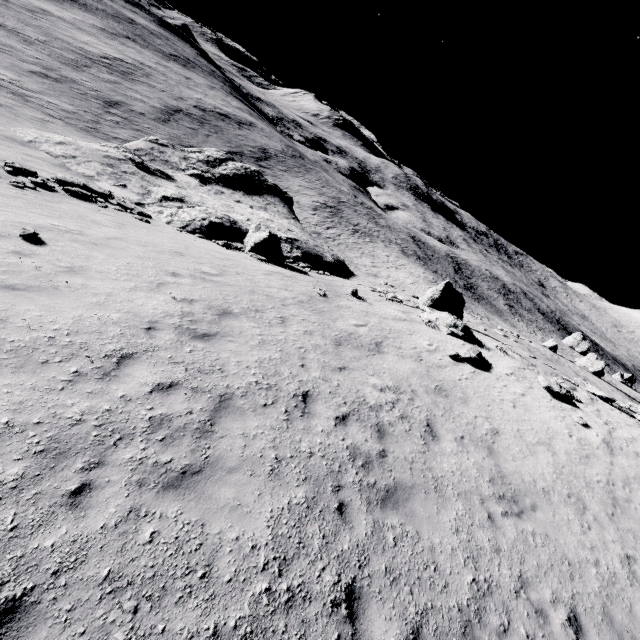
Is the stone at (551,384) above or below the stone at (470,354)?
above

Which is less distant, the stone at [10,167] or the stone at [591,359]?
the stone at [10,167]

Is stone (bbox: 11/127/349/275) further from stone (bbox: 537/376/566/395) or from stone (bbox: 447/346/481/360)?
stone (bbox: 537/376/566/395)

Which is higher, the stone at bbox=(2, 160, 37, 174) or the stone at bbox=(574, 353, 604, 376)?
the stone at bbox=(574, 353, 604, 376)

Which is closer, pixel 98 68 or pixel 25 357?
pixel 25 357

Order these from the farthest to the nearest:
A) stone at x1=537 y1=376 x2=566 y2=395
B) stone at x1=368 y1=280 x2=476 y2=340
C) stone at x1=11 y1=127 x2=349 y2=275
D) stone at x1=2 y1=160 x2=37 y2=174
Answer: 1. stone at x1=11 y1=127 x2=349 y2=275
2. stone at x1=368 y1=280 x2=476 y2=340
3. stone at x1=2 y1=160 x2=37 y2=174
4. stone at x1=537 y1=376 x2=566 y2=395

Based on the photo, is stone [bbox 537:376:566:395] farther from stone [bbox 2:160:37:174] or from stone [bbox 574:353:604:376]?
stone [bbox 574:353:604:376]

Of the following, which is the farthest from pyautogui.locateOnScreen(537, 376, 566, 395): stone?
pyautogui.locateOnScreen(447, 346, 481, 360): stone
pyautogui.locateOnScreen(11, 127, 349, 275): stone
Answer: pyautogui.locateOnScreen(11, 127, 349, 275): stone
